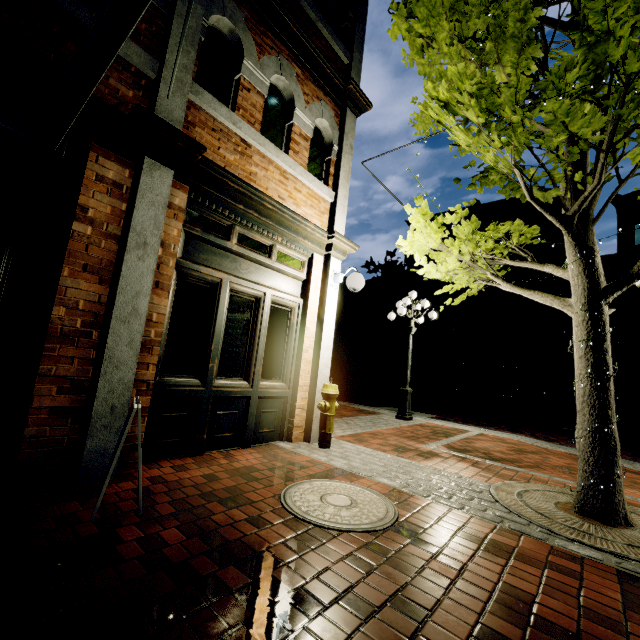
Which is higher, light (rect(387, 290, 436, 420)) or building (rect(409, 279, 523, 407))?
building (rect(409, 279, 523, 407))

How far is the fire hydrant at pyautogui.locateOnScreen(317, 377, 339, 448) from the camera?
4.8 meters

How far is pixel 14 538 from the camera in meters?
2.0 m

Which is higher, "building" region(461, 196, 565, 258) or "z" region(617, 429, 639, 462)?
"building" region(461, 196, 565, 258)

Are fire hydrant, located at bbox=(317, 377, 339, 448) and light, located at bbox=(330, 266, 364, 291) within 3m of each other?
yes

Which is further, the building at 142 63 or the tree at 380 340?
the tree at 380 340

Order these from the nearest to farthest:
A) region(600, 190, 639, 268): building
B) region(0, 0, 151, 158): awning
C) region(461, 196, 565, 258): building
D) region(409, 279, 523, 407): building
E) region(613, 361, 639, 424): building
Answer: region(0, 0, 151, 158): awning → region(613, 361, 639, 424): building → region(600, 190, 639, 268): building → region(461, 196, 565, 258): building → region(409, 279, 523, 407): building

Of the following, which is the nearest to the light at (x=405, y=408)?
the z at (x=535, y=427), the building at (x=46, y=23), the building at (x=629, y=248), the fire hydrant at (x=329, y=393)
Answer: the z at (x=535, y=427)
